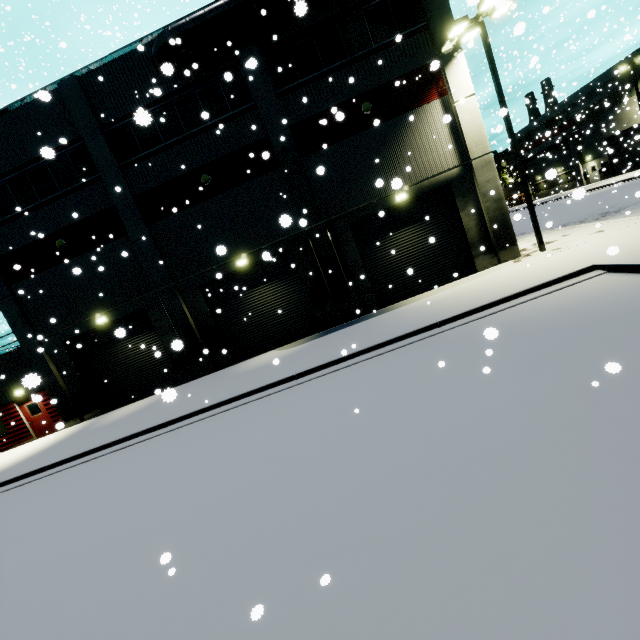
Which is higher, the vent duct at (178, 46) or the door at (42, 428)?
the vent duct at (178, 46)

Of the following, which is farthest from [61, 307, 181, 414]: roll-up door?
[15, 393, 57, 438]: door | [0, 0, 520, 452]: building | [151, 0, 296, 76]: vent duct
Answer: [15, 393, 57, 438]: door

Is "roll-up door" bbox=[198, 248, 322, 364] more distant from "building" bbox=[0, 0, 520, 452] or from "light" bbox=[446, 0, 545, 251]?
"light" bbox=[446, 0, 545, 251]

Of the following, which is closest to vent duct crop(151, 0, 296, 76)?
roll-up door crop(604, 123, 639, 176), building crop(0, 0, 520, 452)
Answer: building crop(0, 0, 520, 452)

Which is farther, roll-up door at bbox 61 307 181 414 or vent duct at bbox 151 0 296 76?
roll-up door at bbox 61 307 181 414

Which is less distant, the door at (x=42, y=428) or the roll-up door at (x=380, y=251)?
the roll-up door at (x=380, y=251)

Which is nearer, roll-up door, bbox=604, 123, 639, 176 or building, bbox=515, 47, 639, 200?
roll-up door, bbox=604, 123, 639, 176

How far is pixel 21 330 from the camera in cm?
1650
